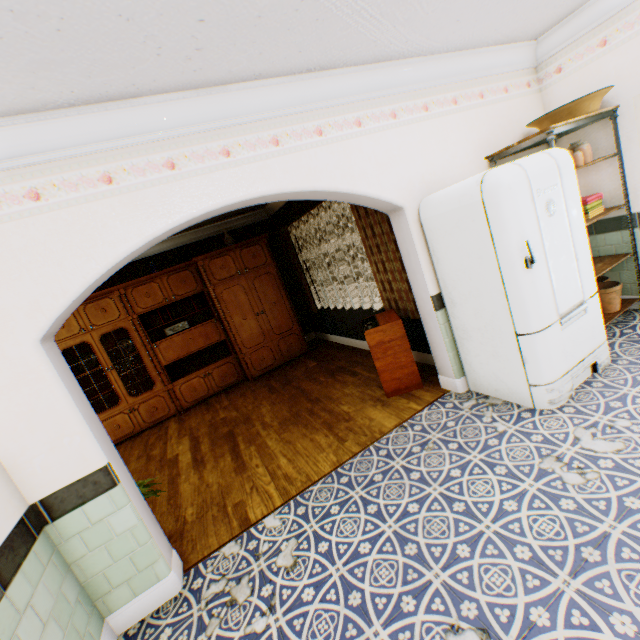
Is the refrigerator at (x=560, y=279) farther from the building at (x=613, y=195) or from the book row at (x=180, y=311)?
the book row at (x=180, y=311)

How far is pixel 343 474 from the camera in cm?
290

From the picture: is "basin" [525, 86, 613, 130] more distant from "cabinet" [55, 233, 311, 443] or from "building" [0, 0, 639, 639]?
"cabinet" [55, 233, 311, 443]

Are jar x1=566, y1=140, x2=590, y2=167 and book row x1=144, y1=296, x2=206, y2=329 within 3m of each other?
no

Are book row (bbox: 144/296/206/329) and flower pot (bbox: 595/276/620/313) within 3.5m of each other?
no

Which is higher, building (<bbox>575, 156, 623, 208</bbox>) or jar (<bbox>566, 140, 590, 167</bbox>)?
jar (<bbox>566, 140, 590, 167</bbox>)

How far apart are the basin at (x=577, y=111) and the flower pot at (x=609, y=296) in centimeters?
179cm

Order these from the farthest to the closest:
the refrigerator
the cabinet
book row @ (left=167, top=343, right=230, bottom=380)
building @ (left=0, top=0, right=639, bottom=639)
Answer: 1. book row @ (left=167, top=343, right=230, bottom=380)
2. the cabinet
3. the refrigerator
4. building @ (left=0, top=0, right=639, bottom=639)
